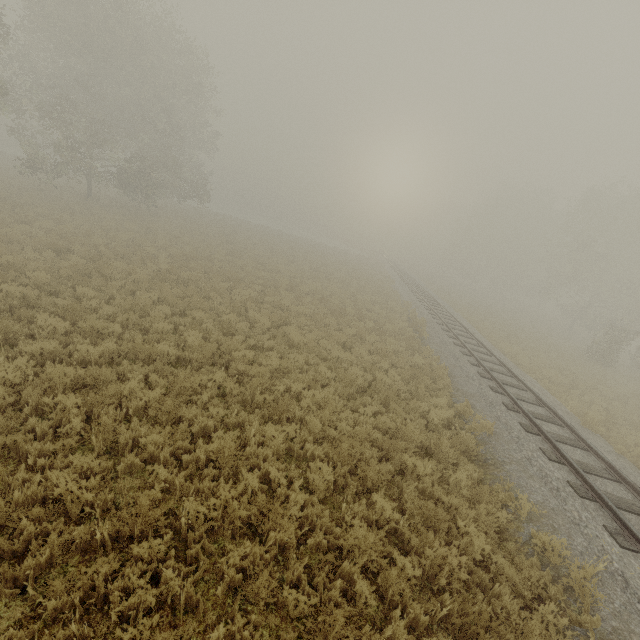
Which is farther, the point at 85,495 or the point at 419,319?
the point at 419,319
